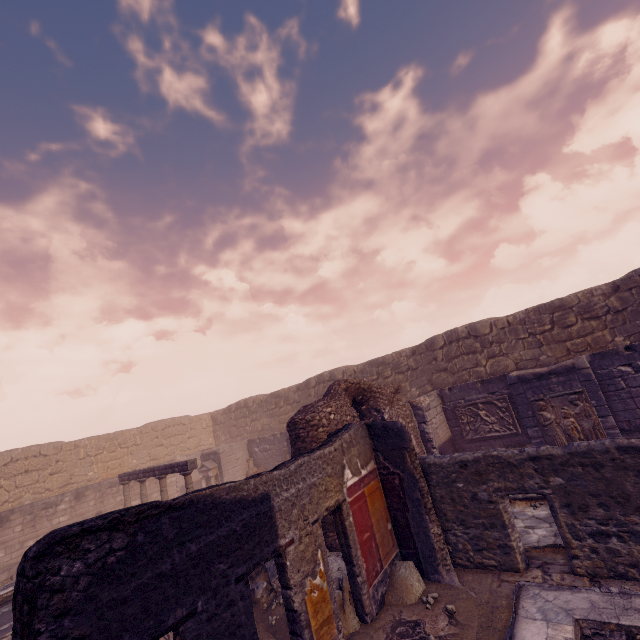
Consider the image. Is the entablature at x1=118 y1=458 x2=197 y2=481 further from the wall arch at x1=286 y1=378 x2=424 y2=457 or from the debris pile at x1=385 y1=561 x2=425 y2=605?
the debris pile at x1=385 y1=561 x2=425 y2=605

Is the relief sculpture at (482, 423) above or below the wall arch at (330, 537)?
above

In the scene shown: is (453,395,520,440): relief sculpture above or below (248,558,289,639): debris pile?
above

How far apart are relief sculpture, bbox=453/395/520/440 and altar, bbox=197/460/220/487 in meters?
12.4 m

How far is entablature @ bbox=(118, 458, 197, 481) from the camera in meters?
11.3

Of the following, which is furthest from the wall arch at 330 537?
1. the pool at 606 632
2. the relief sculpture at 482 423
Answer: the pool at 606 632

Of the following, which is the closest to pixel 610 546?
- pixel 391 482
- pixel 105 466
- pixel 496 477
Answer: pixel 496 477

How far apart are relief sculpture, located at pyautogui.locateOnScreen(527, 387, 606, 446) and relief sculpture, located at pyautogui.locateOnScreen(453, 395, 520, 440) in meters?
1.8 m
